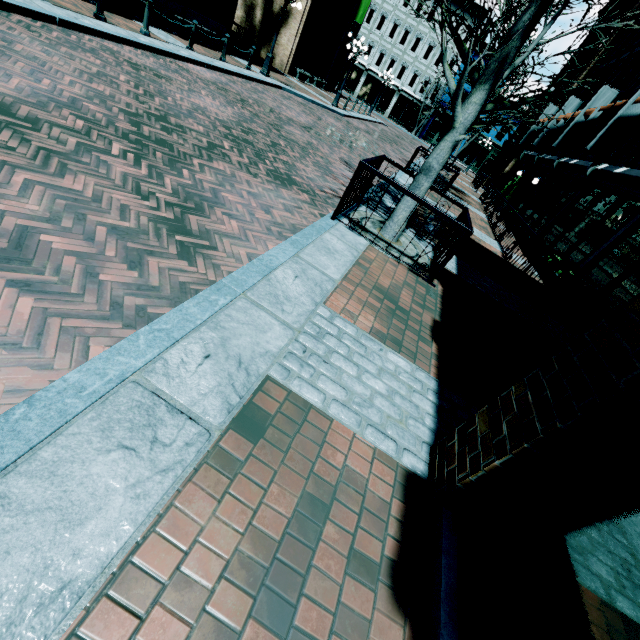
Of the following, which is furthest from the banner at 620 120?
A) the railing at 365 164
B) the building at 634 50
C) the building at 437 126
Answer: the building at 437 126

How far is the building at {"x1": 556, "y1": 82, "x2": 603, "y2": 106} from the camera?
19.4 meters

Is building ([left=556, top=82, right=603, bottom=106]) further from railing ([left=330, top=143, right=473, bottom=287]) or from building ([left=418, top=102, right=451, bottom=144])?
building ([left=418, top=102, right=451, bottom=144])

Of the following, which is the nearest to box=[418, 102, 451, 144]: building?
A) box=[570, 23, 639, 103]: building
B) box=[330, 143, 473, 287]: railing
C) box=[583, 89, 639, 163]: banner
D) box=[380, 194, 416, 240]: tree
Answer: box=[570, 23, 639, 103]: building

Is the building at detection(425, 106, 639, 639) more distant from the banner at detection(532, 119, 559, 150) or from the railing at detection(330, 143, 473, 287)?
the railing at detection(330, 143, 473, 287)

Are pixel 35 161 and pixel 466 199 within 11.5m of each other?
no

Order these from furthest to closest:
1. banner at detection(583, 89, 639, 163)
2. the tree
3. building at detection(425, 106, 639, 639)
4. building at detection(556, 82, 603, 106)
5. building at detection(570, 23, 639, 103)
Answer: building at detection(556, 82, 603, 106) < building at detection(570, 23, 639, 103) < banner at detection(583, 89, 639, 163) < the tree < building at detection(425, 106, 639, 639)

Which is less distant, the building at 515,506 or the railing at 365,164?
the building at 515,506
